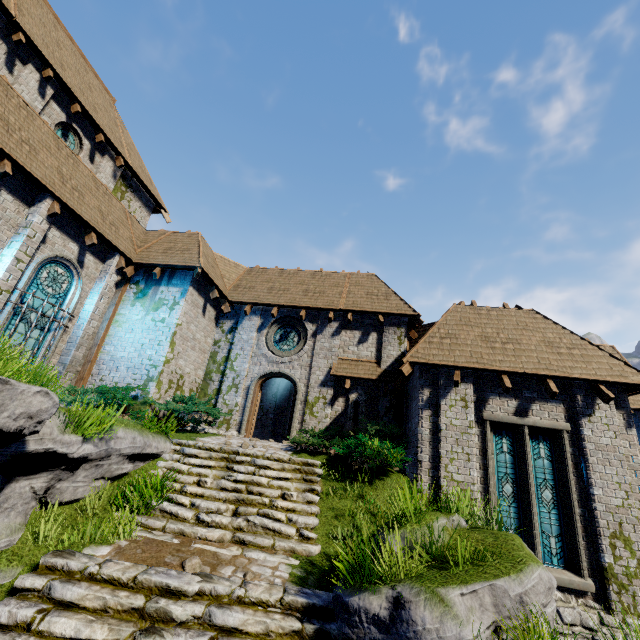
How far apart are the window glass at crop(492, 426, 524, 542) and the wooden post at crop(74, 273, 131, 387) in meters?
13.8

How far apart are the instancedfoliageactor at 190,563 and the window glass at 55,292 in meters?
8.2

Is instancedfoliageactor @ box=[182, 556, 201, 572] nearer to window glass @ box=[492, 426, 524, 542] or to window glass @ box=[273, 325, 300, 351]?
window glass @ box=[492, 426, 524, 542]

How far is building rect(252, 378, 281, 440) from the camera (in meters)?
18.25

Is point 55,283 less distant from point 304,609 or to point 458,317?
point 304,609

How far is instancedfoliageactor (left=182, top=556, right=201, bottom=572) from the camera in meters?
5.5 m

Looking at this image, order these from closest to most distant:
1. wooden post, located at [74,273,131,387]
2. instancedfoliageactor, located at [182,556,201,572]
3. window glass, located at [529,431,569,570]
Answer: instancedfoliageactor, located at [182,556,201,572]
window glass, located at [529,431,569,570]
wooden post, located at [74,273,131,387]

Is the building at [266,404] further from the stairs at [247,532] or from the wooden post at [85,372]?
the stairs at [247,532]
